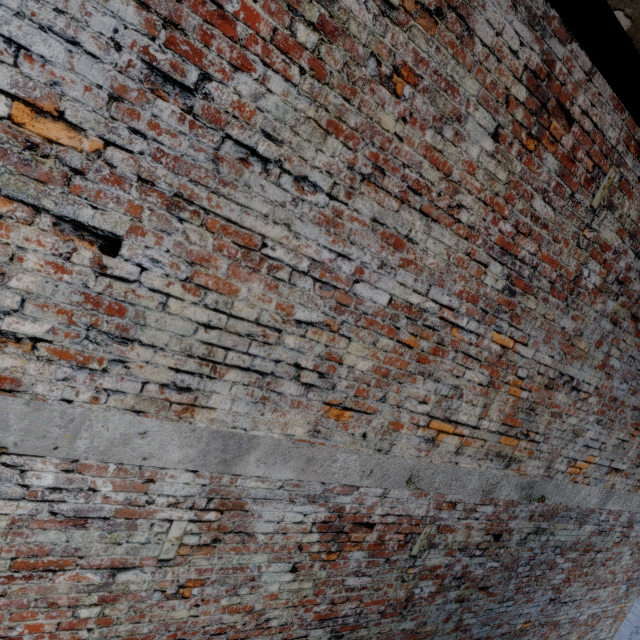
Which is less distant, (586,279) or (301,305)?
(301,305)
